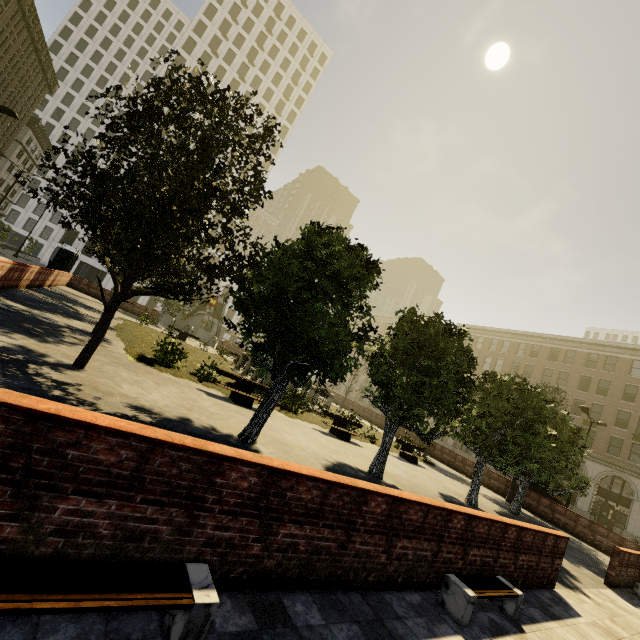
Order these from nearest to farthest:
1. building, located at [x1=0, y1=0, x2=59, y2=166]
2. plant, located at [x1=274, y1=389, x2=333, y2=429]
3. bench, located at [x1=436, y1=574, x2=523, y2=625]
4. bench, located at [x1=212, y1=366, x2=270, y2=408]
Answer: bench, located at [x1=436, y1=574, x2=523, y2=625] < bench, located at [x1=212, y1=366, x2=270, y2=408] < plant, located at [x1=274, y1=389, x2=333, y2=429] < building, located at [x1=0, y1=0, x2=59, y2=166]

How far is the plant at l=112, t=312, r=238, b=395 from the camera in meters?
12.3 m

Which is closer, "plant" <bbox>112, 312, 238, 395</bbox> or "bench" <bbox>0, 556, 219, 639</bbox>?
"bench" <bbox>0, 556, 219, 639</bbox>

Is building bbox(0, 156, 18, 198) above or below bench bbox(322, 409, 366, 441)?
above

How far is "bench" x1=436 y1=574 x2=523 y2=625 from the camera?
4.40m

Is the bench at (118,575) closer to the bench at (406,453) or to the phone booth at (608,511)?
the bench at (406,453)

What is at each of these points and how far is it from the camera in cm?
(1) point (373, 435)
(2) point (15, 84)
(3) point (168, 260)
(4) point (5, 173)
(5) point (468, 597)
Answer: (1) plant, 1928
(2) building, 4588
(3) tree, 829
(4) building, 5650
(5) bench, 439

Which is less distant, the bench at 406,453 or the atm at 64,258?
the bench at 406,453
